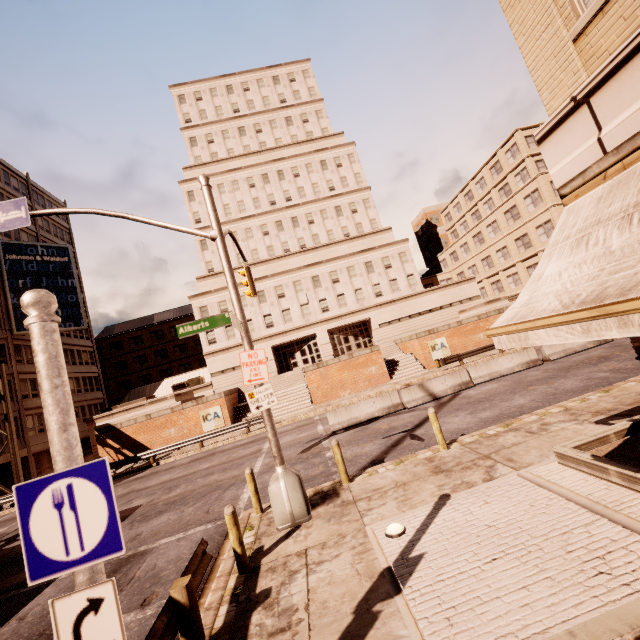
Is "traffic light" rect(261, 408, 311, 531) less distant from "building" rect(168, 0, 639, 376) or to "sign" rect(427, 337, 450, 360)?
"sign" rect(427, 337, 450, 360)

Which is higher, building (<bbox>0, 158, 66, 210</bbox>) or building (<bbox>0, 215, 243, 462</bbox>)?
building (<bbox>0, 158, 66, 210</bbox>)

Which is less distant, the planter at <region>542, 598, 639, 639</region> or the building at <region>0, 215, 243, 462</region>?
the planter at <region>542, 598, 639, 639</region>

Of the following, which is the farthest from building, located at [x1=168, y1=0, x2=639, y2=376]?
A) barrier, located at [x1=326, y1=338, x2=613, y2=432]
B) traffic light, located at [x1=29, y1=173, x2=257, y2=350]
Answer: traffic light, located at [x1=29, y1=173, x2=257, y2=350]

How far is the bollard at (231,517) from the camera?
6.18m

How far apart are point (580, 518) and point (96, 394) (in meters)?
53.30

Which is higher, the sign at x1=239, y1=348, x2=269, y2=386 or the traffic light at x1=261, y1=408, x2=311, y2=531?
the sign at x1=239, y1=348, x2=269, y2=386

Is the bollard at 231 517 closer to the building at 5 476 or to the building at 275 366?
the building at 275 366
